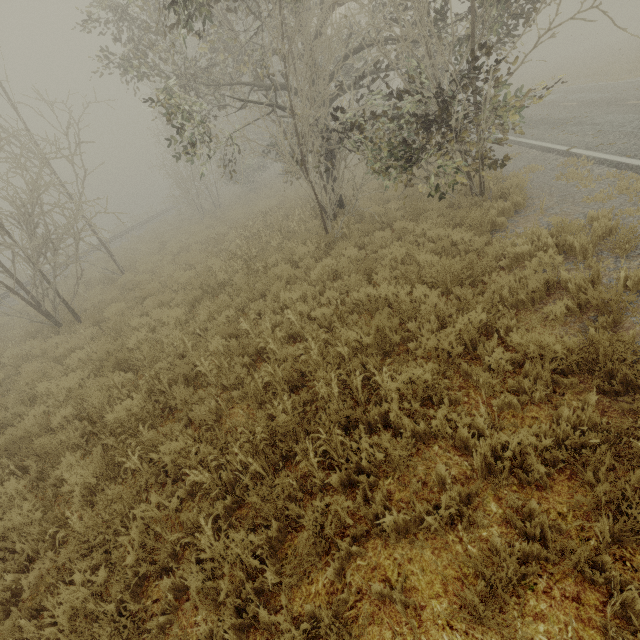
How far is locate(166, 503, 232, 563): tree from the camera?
2.9m

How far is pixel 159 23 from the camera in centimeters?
905cm

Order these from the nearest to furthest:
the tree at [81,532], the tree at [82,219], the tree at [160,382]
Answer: the tree at [81,532] → the tree at [160,382] → the tree at [82,219]

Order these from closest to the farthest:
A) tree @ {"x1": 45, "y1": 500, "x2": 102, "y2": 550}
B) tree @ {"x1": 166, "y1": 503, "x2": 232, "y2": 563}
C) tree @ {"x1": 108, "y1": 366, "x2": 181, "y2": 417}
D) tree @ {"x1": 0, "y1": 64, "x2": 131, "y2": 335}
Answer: tree @ {"x1": 166, "y1": 503, "x2": 232, "y2": 563} → tree @ {"x1": 45, "y1": 500, "x2": 102, "y2": 550} → tree @ {"x1": 108, "y1": 366, "x2": 181, "y2": 417} → tree @ {"x1": 0, "y1": 64, "x2": 131, "y2": 335}

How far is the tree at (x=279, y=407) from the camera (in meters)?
3.94

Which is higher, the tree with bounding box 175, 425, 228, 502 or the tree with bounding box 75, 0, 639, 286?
the tree with bounding box 75, 0, 639, 286
